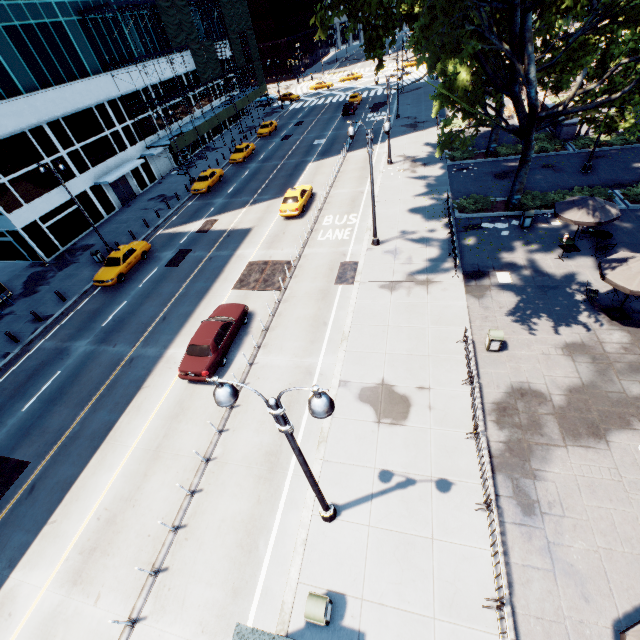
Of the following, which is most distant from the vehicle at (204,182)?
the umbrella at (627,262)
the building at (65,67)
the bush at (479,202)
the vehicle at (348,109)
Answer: the umbrella at (627,262)

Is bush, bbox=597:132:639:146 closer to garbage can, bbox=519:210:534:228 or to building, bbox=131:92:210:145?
garbage can, bbox=519:210:534:228

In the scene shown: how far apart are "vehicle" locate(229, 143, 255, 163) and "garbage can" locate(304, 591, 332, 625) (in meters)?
42.12

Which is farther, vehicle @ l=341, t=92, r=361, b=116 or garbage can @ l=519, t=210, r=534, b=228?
vehicle @ l=341, t=92, r=361, b=116

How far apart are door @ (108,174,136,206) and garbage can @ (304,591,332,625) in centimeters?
4003cm

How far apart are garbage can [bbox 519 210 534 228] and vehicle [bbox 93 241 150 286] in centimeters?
2733cm

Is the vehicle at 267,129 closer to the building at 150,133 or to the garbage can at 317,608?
the building at 150,133

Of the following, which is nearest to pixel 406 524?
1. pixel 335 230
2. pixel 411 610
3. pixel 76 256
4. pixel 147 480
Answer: pixel 411 610
